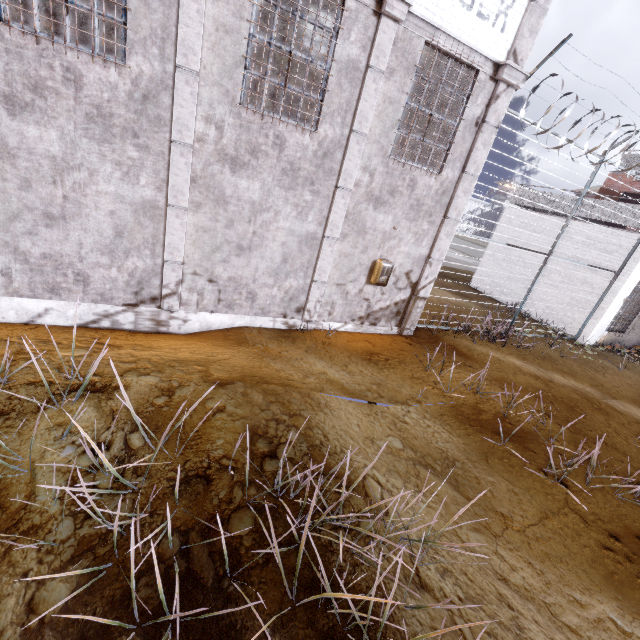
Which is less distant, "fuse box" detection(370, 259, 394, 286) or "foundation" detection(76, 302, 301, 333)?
"foundation" detection(76, 302, 301, 333)

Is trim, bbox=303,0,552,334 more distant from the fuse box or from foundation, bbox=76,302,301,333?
the fuse box

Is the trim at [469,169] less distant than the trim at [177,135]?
No

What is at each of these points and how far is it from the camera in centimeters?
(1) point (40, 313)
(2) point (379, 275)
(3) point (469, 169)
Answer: (1) foundation, 562cm
(2) fuse box, 751cm
(3) trim, 716cm

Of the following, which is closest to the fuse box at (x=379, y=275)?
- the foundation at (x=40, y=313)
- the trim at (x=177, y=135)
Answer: the trim at (x=177, y=135)

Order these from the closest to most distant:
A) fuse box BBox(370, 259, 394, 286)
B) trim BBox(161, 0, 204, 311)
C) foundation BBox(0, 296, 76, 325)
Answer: trim BBox(161, 0, 204, 311) < foundation BBox(0, 296, 76, 325) < fuse box BBox(370, 259, 394, 286)

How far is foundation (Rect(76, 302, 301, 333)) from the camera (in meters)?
5.95
